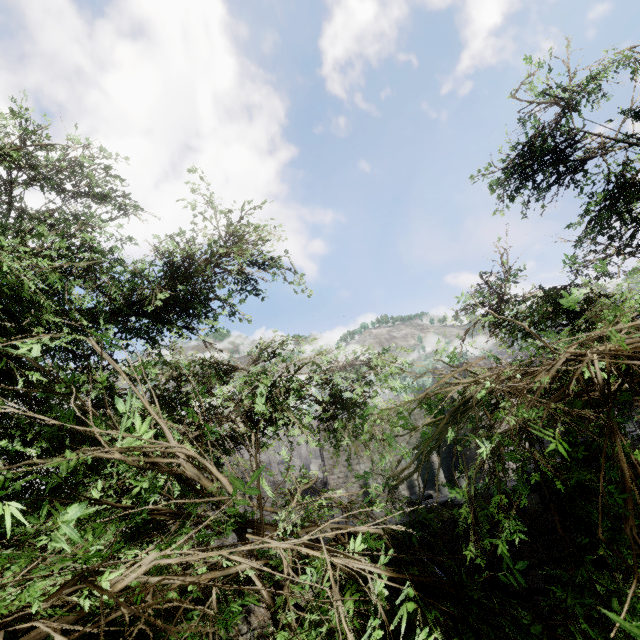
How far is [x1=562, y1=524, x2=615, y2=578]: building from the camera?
6.4 meters

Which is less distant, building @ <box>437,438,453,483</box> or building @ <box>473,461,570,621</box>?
building @ <box>473,461,570,621</box>

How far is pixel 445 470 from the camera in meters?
25.1 m

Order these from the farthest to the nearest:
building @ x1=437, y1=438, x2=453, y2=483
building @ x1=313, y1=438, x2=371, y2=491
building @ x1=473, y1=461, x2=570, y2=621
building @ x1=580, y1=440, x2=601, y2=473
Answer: building @ x1=313, y1=438, x2=371, y2=491
building @ x1=437, y1=438, x2=453, y2=483
building @ x1=580, y1=440, x2=601, y2=473
building @ x1=473, y1=461, x2=570, y2=621

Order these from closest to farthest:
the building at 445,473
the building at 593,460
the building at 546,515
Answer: the building at 546,515, the building at 593,460, the building at 445,473

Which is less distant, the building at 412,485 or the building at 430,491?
the building at 430,491
